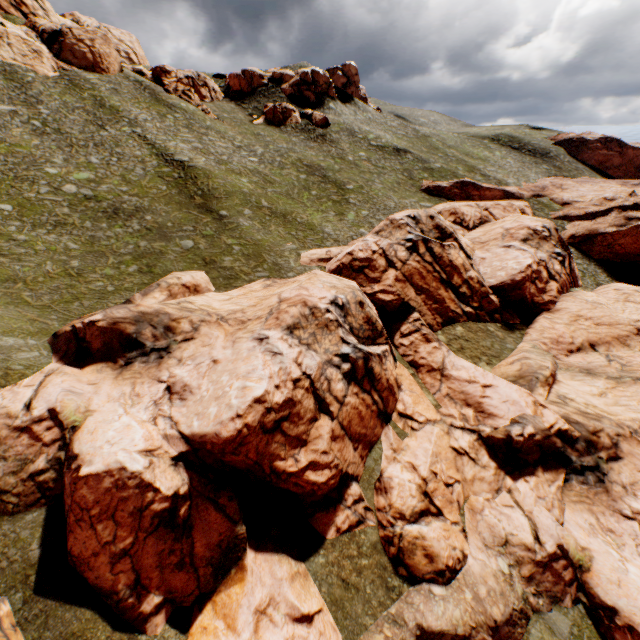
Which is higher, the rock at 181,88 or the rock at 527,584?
the rock at 181,88

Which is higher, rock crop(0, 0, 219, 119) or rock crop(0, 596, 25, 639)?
rock crop(0, 0, 219, 119)

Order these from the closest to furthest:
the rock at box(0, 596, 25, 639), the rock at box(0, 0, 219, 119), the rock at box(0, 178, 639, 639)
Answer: the rock at box(0, 596, 25, 639), the rock at box(0, 178, 639, 639), the rock at box(0, 0, 219, 119)

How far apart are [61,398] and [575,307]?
41.5m

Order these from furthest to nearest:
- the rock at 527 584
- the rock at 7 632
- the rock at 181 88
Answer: the rock at 181 88, the rock at 527 584, the rock at 7 632

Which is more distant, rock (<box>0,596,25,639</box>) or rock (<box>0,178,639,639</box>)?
rock (<box>0,178,639,639</box>)

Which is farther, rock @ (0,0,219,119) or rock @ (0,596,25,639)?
rock @ (0,0,219,119)
